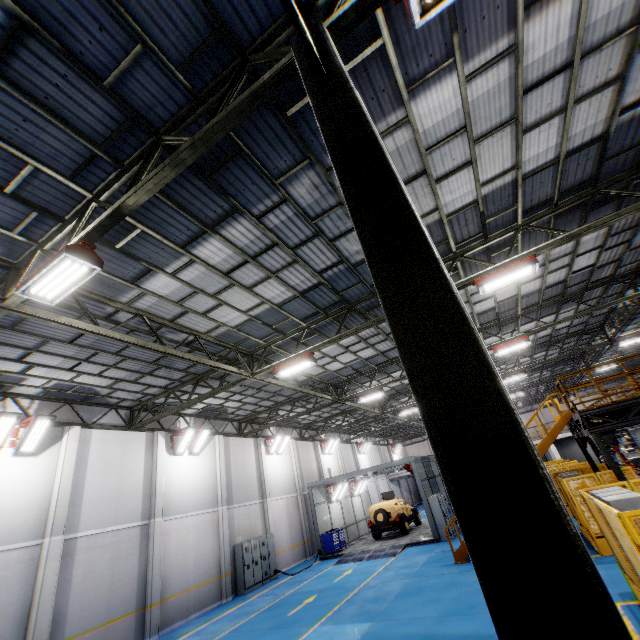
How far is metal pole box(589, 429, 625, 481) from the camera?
10.51m

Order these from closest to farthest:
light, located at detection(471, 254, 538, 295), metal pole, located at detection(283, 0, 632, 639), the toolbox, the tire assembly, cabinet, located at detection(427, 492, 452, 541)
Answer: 1. metal pole, located at detection(283, 0, 632, 639)
2. light, located at detection(471, 254, 538, 295)
3. cabinet, located at detection(427, 492, 452, 541)
4. the toolbox
5. the tire assembly

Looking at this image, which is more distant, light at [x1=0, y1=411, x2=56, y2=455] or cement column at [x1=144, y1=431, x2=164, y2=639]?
cement column at [x1=144, y1=431, x2=164, y2=639]

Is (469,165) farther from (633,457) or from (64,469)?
(633,457)

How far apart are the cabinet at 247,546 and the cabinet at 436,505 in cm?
951

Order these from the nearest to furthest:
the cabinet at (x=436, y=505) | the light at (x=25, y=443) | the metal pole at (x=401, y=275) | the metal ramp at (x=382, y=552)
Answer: the metal pole at (x=401, y=275) → the light at (x=25, y=443) → the metal ramp at (x=382, y=552) → the cabinet at (x=436, y=505)

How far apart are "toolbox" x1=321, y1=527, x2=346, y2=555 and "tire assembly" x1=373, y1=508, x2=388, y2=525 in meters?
2.3

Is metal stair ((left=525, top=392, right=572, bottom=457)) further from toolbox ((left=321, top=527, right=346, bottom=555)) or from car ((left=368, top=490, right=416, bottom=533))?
toolbox ((left=321, top=527, right=346, bottom=555))
